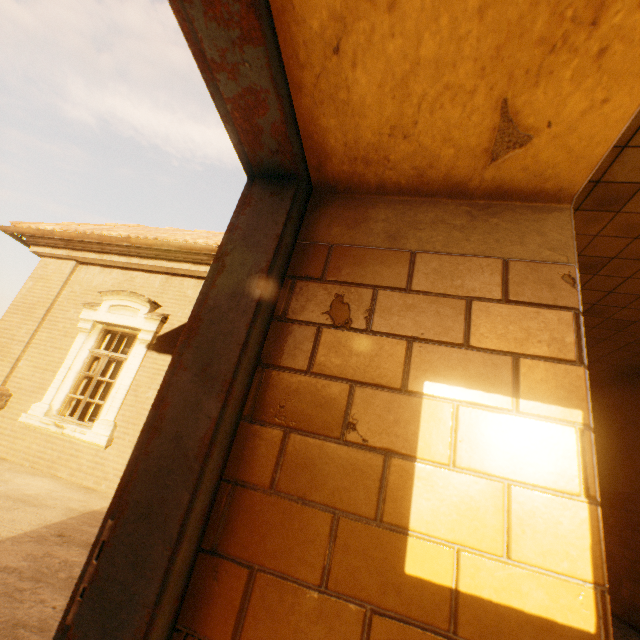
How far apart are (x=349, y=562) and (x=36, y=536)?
4.16m
